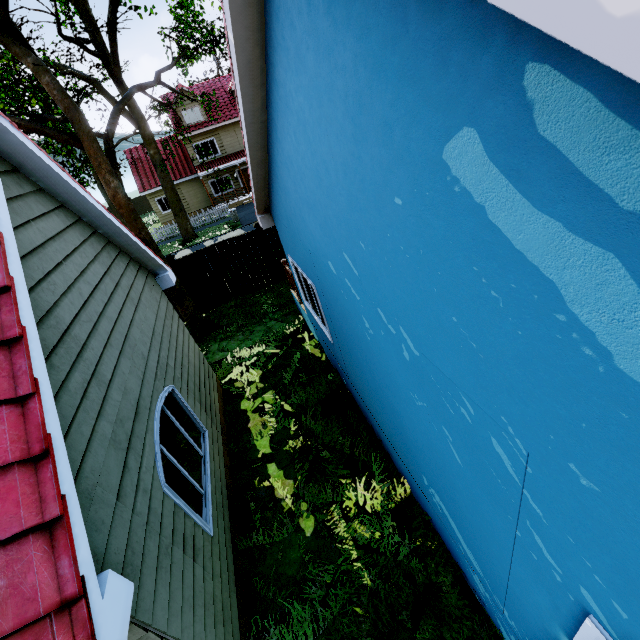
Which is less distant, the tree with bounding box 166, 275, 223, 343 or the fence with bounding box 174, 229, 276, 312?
the tree with bounding box 166, 275, 223, 343

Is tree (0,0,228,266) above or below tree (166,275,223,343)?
above

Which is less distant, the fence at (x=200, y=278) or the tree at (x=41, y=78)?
the tree at (x=41, y=78)

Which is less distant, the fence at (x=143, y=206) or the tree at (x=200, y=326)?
the tree at (x=200, y=326)

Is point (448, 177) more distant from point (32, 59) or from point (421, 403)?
point (32, 59)

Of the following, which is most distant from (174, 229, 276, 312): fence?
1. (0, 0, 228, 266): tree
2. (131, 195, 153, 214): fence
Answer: (131, 195, 153, 214): fence

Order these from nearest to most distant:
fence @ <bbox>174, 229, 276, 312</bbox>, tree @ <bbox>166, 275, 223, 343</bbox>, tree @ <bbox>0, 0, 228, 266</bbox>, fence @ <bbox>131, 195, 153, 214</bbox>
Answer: tree @ <bbox>0, 0, 228, 266</bbox>, tree @ <bbox>166, 275, 223, 343</bbox>, fence @ <bbox>174, 229, 276, 312</bbox>, fence @ <bbox>131, 195, 153, 214</bbox>

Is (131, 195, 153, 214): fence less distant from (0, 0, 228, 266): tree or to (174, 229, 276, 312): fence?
(0, 0, 228, 266): tree
